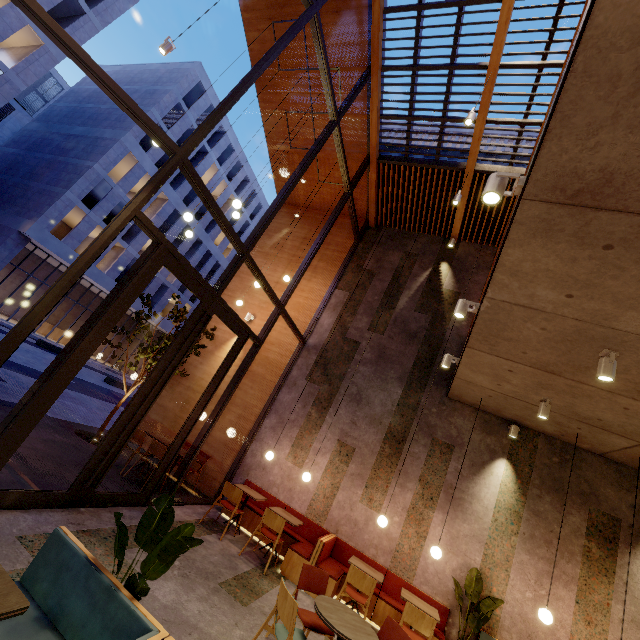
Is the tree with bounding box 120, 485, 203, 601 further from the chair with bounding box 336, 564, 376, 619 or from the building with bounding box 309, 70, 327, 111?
the chair with bounding box 336, 564, 376, 619

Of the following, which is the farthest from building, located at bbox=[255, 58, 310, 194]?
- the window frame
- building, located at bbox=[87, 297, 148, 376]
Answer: building, located at bbox=[87, 297, 148, 376]

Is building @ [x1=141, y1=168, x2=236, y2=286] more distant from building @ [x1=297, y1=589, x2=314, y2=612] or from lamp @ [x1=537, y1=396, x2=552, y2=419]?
lamp @ [x1=537, y1=396, x2=552, y2=419]

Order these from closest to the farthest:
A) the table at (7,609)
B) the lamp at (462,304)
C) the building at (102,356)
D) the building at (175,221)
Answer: the table at (7,609)
the lamp at (462,304)
the building at (175,221)
the building at (102,356)

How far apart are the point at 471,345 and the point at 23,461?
7.19m

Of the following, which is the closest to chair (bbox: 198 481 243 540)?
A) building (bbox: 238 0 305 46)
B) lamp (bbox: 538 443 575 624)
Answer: building (bbox: 238 0 305 46)

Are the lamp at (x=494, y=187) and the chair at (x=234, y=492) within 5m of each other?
no

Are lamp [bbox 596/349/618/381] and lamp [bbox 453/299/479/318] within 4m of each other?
yes
